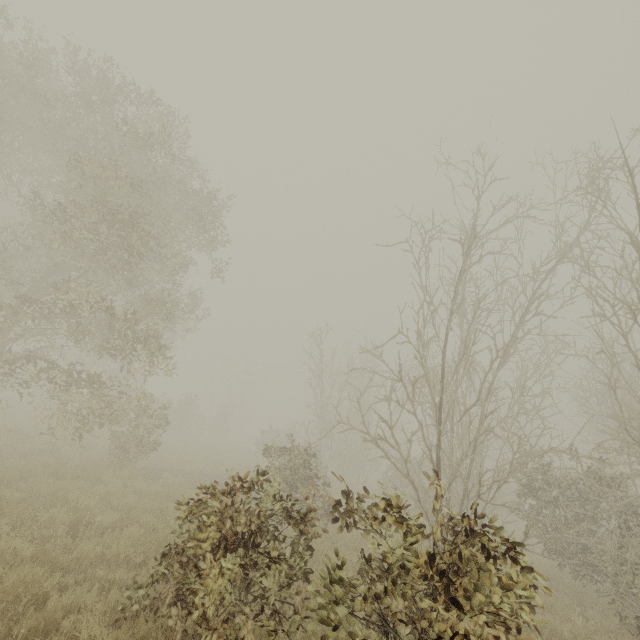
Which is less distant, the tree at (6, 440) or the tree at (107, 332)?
the tree at (107, 332)

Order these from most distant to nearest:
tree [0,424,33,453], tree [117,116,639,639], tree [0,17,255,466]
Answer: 1. tree [0,424,33,453]
2. tree [0,17,255,466]
3. tree [117,116,639,639]

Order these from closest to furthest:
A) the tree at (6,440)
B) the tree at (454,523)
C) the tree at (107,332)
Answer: the tree at (454,523) → the tree at (107,332) → the tree at (6,440)

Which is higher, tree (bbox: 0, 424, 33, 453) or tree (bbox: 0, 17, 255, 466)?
tree (bbox: 0, 17, 255, 466)

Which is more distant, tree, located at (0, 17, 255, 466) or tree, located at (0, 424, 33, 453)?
tree, located at (0, 424, 33, 453)

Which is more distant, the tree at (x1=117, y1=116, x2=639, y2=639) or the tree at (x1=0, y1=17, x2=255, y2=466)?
the tree at (x1=0, y1=17, x2=255, y2=466)

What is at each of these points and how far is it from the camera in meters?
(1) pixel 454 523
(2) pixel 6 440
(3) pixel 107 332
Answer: (1) tree, 3.4
(2) tree, 11.4
(3) tree, 15.5
